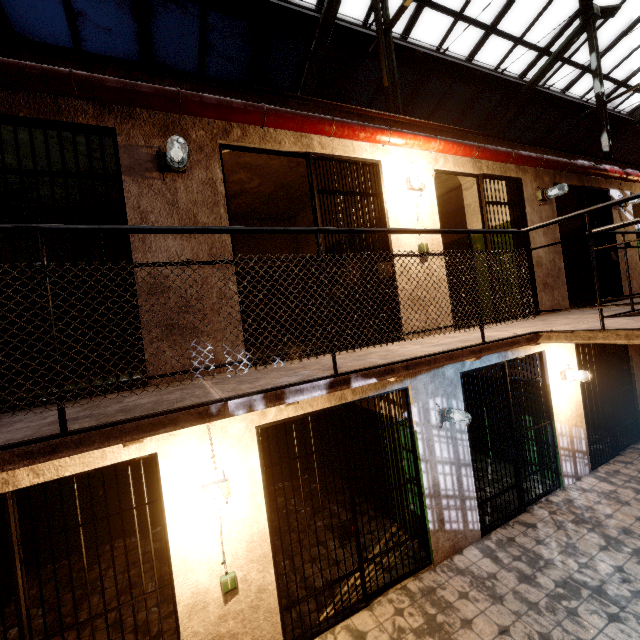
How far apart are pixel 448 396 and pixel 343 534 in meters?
2.2 m

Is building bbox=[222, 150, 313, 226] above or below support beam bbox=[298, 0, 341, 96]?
below

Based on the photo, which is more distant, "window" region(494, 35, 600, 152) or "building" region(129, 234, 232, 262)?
"window" region(494, 35, 600, 152)

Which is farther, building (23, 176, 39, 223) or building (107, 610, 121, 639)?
building (23, 176, 39, 223)

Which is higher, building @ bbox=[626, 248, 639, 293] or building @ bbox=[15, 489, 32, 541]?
building @ bbox=[626, 248, 639, 293]

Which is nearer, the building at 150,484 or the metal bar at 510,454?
the metal bar at 510,454

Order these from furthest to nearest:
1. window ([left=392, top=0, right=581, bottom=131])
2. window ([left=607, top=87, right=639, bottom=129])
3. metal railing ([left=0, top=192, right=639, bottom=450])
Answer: window ([left=607, top=87, right=639, bottom=129]) → window ([left=392, top=0, right=581, bottom=131]) → metal railing ([left=0, top=192, right=639, bottom=450])

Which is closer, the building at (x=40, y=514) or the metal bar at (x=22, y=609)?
the metal bar at (x=22, y=609)
